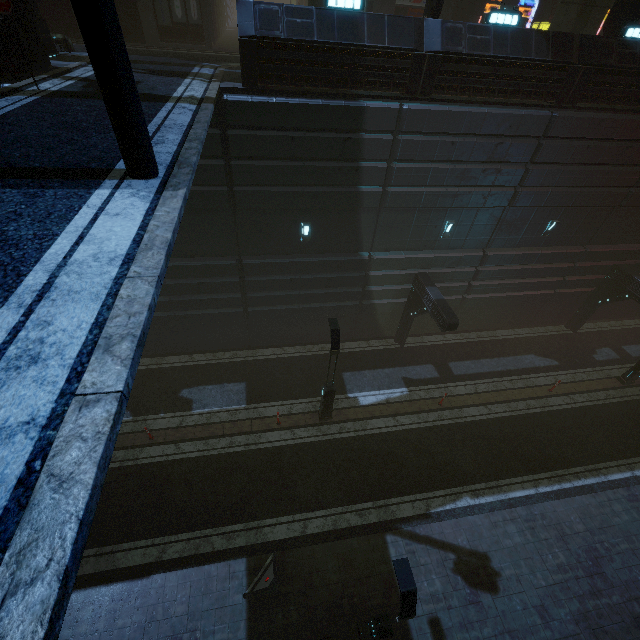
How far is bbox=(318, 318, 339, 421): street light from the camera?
11.9m

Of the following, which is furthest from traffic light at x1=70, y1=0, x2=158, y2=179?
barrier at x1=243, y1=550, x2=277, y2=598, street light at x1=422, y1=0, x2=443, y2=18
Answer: street light at x1=422, y1=0, x2=443, y2=18

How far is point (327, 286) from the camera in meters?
15.8 m

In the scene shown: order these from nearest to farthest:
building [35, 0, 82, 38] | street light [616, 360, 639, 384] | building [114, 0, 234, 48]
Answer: building [35, 0, 82, 38]
building [114, 0, 234, 48]
street light [616, 360, 639, 384]

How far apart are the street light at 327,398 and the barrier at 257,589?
5.31m

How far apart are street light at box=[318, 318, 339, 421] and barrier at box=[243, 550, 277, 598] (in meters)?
5.31

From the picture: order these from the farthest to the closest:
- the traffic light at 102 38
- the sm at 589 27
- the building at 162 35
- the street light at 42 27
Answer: the building at 162 35 → the sm at 589 27 → the street light at 42 27 → the traffic light at 102 38

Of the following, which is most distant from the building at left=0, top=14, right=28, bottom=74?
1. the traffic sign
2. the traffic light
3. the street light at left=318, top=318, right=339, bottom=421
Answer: the street light at left=318, top=318, right=339, bottom=421
